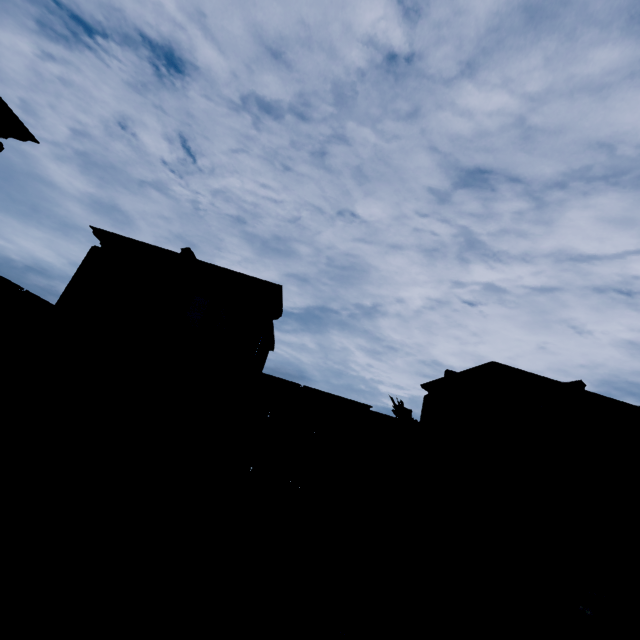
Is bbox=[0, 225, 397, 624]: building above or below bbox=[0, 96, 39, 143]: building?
below

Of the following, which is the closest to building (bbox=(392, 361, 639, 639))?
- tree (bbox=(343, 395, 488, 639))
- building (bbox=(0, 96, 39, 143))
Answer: tree (bbox=(343, 395, 488, 639))

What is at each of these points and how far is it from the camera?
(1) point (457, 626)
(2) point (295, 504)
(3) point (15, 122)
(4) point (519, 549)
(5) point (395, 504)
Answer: (1) building, 16.00m
(2) building, 15.41m
(3) building, 12.00m
(4) tree, 14.04m
(5) tree, 14.58m

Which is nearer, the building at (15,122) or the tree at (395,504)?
the building at (15,122)

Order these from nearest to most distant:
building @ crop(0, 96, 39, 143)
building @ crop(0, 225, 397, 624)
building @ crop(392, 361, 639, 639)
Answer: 1. building @ crop(0, 96, 39, 143)
2. building @ crop(0, 225, 397, 624)
3. building @ crop(392, 361, 639, 639)

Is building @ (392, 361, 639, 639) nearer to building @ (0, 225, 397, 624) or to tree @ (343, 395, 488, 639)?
tree @ (343, 395, 488, 639)
